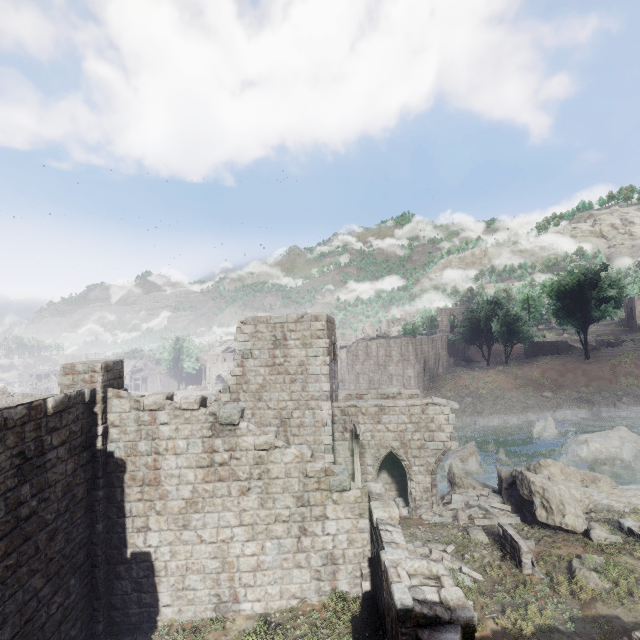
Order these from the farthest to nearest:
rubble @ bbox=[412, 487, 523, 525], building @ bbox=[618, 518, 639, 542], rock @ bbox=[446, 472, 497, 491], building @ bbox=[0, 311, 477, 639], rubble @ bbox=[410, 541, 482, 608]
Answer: rock @ bbox=[446, 472, 497, 491] → rubble @ bbox=[412, 487, 523, 525] → building @ bbox=[618, 518, 639, 542] → rubble @ bbox=[410, 541, 482, 608] → building @ bbox=[0, 311, 477, 639]

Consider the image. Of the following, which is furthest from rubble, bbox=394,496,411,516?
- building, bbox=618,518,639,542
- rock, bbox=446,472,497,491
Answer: building, bbox=618,518,639,542

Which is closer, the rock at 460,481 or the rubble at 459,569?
the rubble at 459,569

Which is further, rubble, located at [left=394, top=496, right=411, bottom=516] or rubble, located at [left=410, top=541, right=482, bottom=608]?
rubble, located at [left=394, top=496, right=411, bottom=516]

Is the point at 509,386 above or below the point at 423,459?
below

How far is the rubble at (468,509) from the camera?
13.91m

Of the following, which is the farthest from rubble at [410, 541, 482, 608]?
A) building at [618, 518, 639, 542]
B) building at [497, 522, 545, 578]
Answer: building at [618, 518, 639, 542]

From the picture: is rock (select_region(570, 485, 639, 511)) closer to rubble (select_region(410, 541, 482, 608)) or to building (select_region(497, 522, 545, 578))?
building (select_region(497, 522, 545, 578))
